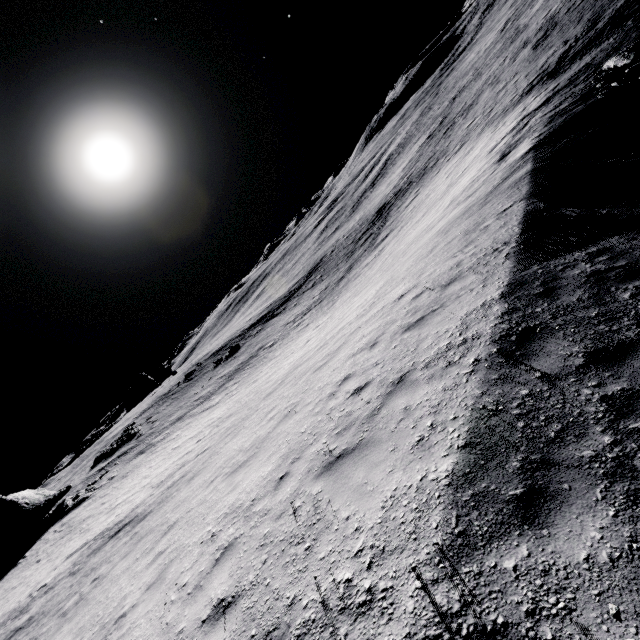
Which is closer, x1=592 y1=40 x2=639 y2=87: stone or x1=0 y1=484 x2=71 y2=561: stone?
x1=592 y1=40 x2=639 y2=87: stone

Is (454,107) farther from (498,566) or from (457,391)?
(498,566)

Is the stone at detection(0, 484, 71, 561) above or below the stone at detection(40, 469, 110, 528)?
above

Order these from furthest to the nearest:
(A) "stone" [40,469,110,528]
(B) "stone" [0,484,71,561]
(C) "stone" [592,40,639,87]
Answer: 1. (A) "stone" [40,469,110,528]
2. (B) "stone" [0,484,71,561]
3. (C) "stone" [592,40,639,87]

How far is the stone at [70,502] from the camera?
23.19m

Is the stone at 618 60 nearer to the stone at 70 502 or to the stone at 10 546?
the stone at 70 502

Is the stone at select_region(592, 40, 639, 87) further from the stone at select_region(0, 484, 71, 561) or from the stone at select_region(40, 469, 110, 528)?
the stone at select_region(0, 484, 71, 561)

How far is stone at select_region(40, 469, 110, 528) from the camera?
23.2m
